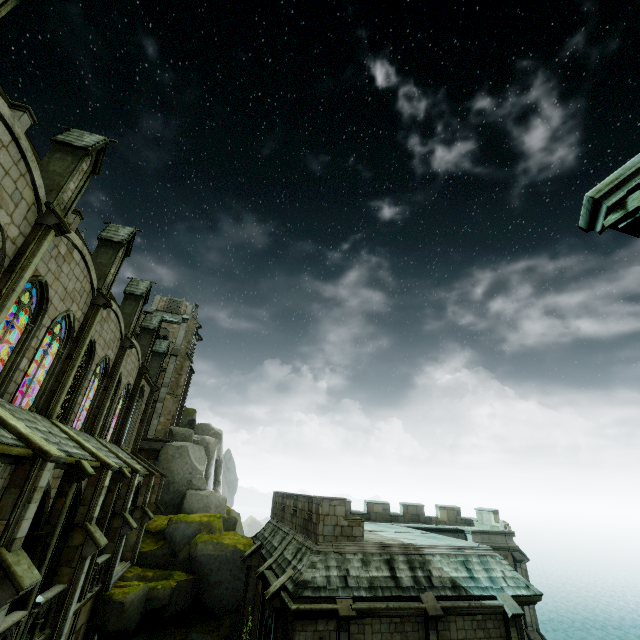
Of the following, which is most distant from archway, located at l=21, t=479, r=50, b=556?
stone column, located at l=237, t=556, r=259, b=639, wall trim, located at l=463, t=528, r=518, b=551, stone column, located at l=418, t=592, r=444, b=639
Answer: wall trim, located at l=463, t=528, r=518, b=551

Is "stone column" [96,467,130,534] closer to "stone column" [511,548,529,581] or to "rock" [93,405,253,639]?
"rock" [93,405,253,639]

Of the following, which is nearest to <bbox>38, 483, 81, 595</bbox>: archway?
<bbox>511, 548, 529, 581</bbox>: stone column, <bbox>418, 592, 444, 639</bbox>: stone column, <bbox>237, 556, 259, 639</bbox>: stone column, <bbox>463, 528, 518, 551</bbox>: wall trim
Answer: <bbox>237, 556, 259, 639</bbox>: stone column

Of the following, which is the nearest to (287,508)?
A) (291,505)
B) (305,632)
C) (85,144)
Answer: (291,505)

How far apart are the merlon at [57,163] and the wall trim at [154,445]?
26.04m

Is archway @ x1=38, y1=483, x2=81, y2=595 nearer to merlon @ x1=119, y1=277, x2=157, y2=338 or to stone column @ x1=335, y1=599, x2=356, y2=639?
merlon @ x1=119, y1=277, x2=157, y2=338

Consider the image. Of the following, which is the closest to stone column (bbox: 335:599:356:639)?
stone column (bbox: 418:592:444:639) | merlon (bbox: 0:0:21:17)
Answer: stone column (bbox: 418:592:444:639)

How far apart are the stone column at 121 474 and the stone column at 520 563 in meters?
29.0 m
